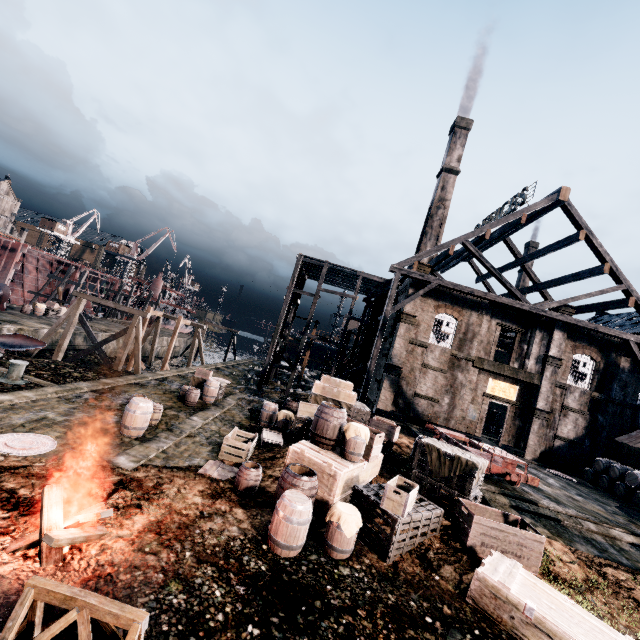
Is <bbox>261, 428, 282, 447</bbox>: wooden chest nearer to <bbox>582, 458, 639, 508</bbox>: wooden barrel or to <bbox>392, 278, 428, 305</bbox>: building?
<bbox>582, 458, 639, 508</bbox>: wooden barrel

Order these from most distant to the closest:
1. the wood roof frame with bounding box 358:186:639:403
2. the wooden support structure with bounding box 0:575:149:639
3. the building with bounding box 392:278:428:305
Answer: the building with bounding box 392:278:428:305
the wood roof frame with bounding box 358:186:639:403
the wooden support structure with bounding box 0:575:149:639

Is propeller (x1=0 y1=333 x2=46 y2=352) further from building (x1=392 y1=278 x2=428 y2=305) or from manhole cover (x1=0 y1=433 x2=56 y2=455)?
building (x1=392 y1=278 x2=428 y2=305)

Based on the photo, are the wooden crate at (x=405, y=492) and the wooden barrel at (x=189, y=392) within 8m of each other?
no

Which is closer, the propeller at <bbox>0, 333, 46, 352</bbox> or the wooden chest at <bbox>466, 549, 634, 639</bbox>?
the wooden chest at <bbox>466, 549, 634, 639</bbox>

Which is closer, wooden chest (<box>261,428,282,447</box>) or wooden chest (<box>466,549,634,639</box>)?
wooden chest (<box>466,549,634,639</box>)

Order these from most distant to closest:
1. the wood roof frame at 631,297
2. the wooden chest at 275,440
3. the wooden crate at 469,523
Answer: the wood roof frame at 631,297 < the wooden chest at 275,440 < the wooden crate at 469,523

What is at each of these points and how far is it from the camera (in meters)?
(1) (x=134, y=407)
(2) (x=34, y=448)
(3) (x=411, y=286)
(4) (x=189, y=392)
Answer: (1) wooden barrel, 12.10
(2) manhole cover, 9.52
(3) building, 27.22
(4) wooden barrel, 18.20
